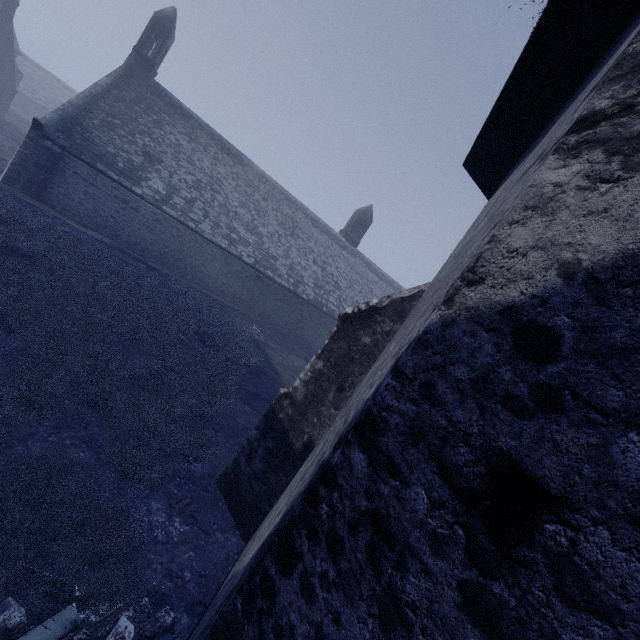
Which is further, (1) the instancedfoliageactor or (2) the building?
(1) the instancedfoliageactor

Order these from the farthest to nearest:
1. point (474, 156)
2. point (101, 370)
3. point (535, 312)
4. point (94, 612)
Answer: point (101, 370), point (474, 156), point (94, 612), point (535, 312)

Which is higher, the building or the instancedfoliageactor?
the building

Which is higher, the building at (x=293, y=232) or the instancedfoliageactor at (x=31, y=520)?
the building at (x=293, y=232)

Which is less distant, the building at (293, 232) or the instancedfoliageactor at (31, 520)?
the building at (293, 232)
